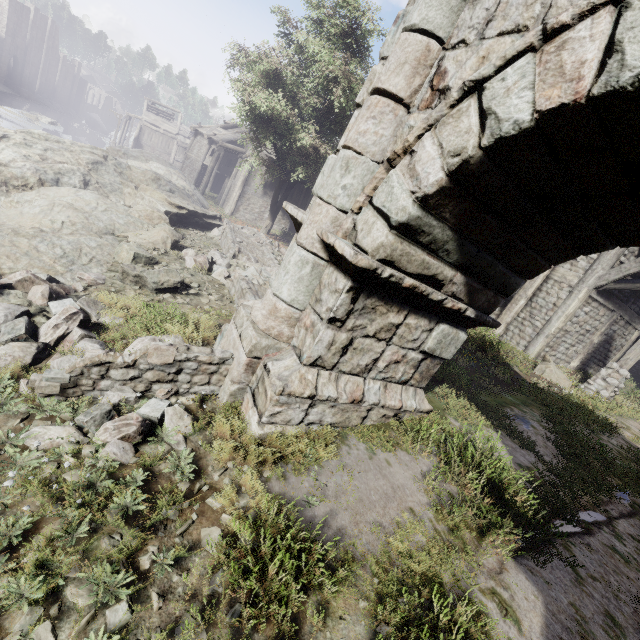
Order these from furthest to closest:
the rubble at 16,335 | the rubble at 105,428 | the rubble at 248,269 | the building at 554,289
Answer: the building at 554,289, the rubble at 248,269, the rubble at 16,335, the rubble at 105,428

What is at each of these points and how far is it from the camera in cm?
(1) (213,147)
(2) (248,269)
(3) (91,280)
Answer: (1) building, 3609
(2) rubble, 991
(3) rubble, 673

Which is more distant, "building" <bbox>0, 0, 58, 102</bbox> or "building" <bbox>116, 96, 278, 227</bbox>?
"building" <bbox>0, 0, 58, 102</bbox>

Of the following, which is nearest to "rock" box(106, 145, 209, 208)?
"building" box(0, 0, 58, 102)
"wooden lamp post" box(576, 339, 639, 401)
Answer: "building" box(0, 0, 58, 102)

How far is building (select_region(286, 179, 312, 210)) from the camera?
25.95m

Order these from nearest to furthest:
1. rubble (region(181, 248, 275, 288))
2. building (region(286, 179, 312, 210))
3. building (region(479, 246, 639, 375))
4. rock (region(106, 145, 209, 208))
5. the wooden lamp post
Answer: rubble (region(181, 248, 275, 288)) → the wooden lamp post → building (region(479, 246, 639, 375)) → rock (region(106, 145, 209, 208)) → building (region(286, 179, 312, 210))

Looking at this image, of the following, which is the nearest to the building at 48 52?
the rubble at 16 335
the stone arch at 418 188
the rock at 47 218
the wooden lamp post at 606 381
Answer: the wooden lamp post at 606 381

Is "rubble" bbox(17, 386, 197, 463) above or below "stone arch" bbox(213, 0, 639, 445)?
below
